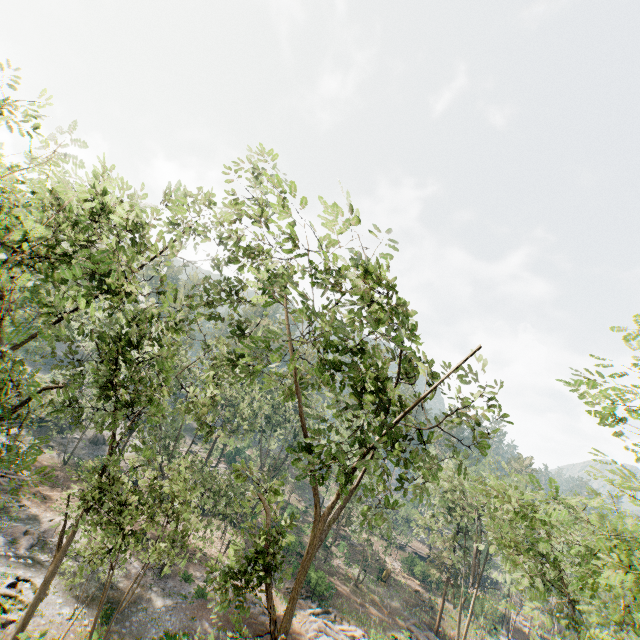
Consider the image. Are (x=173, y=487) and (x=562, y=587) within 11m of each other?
no

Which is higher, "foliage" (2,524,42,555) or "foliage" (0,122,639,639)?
"foliage" (0,122,639,639)

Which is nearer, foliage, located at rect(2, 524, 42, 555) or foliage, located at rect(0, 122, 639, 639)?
foliage, located at rect(0, 122, 639, 639)

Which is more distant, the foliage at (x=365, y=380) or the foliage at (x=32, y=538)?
the foliage at (x=32, y=538)

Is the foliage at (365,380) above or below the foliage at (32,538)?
above
